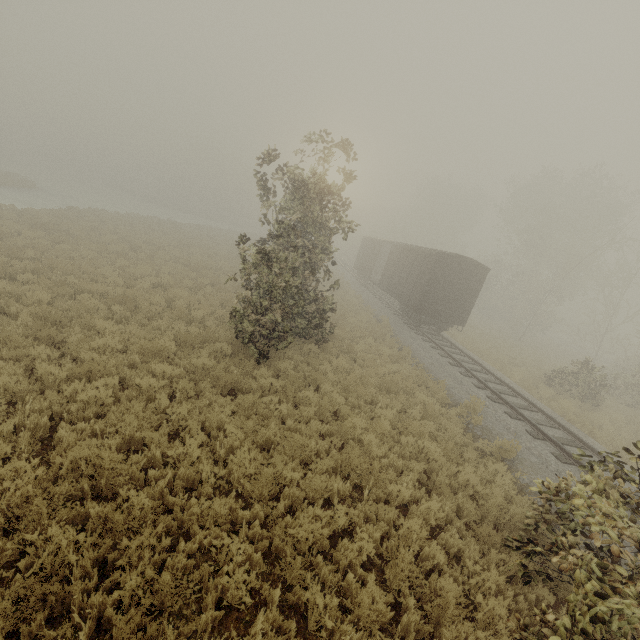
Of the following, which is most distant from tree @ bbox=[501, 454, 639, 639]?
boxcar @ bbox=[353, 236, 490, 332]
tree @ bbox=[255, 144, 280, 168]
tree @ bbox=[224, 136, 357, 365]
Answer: boxcar @ bbox=[353, 236, 490, 332]

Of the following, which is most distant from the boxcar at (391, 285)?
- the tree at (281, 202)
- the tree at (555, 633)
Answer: the tree at (555, 633)

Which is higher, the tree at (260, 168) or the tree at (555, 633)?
the tree at (260, 168)

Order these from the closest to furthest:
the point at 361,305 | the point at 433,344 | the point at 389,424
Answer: the point at 389,424 < the point at 433,344 < the point at 361,305

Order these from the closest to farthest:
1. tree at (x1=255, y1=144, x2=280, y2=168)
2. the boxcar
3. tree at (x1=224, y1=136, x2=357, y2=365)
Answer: tree at (x1=224, y1=136, x2=357, y2=365), tree at (x1=255, y1=144, x2=280, y2=168), the boxcar

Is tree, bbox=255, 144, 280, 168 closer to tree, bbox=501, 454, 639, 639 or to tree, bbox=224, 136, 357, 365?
tree, bbox=224, 136, 357, 365

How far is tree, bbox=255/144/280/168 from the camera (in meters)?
10.23

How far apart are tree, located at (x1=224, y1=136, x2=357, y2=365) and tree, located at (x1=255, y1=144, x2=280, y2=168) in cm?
251
